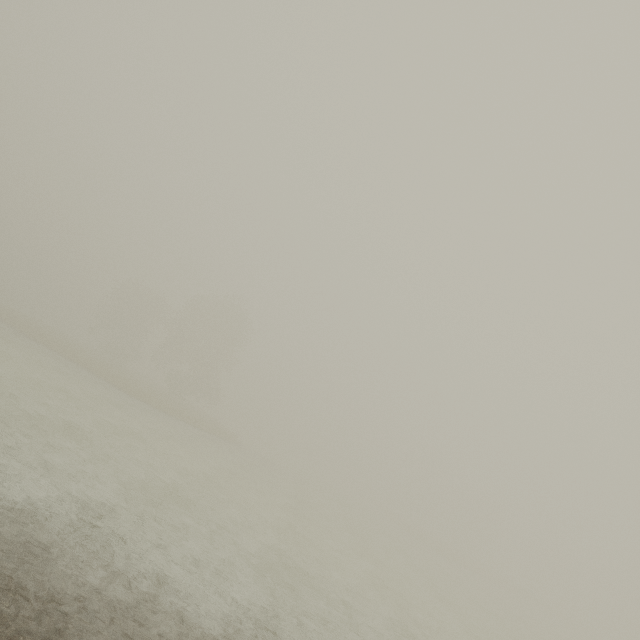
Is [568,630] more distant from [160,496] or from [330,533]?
[160,496]
